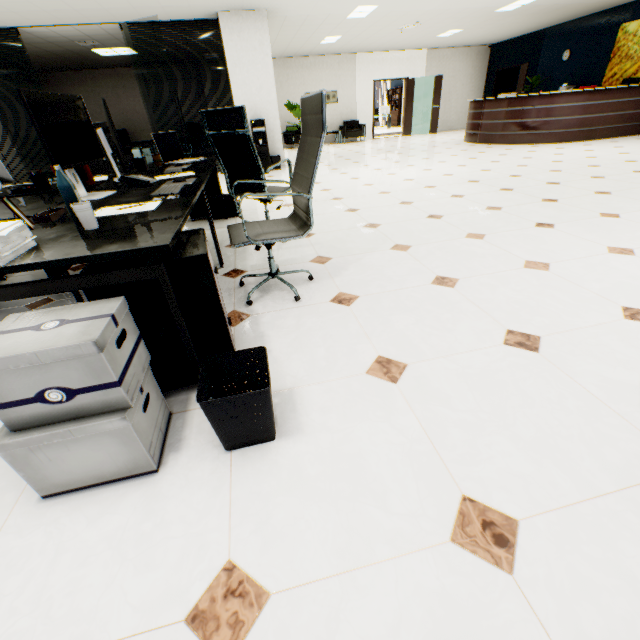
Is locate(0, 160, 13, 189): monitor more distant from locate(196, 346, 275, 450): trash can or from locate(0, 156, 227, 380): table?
locate(196, 346, 275, 450): trash can

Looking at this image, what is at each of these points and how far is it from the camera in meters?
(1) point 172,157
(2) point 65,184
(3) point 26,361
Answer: (1) laptop, 3.5 m
(2) bottle, 1.3 m
(3) cardboard box, 0.9 m

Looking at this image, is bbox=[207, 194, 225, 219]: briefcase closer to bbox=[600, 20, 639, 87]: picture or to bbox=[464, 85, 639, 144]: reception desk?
bbox=[464, 85, 639, 144]: reception desk

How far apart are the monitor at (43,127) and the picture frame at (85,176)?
0.53m

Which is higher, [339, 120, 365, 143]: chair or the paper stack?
the paper stack

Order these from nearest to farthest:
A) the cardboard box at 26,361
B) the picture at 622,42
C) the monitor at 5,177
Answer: the cardboard box at 26,361 < the monitor at 5,177 < the picture at 622,42

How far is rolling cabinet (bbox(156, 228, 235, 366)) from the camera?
1.2 meters

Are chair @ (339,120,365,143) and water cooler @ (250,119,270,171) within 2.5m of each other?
no
